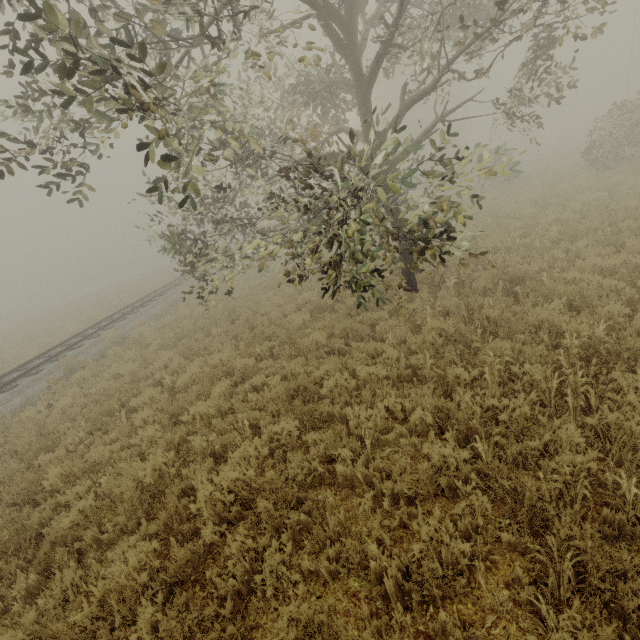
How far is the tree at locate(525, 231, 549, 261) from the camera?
9.2m

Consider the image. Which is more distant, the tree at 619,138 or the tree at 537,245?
the tree at 619,138

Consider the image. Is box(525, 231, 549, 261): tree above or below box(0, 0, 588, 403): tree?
below

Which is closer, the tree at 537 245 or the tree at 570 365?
the tree at 570 365

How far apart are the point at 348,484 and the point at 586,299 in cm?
584

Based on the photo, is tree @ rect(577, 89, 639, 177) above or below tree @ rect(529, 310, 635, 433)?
above

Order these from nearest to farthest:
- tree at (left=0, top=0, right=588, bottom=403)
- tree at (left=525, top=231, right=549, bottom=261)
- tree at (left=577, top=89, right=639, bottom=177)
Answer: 1. tree at (left=0, top=0, right=588, bottom=403)
2. tree at (left=525, top=231, right=549, bottom=261)
3. tree at (left=577, top=89, right=639, bottom=177)
